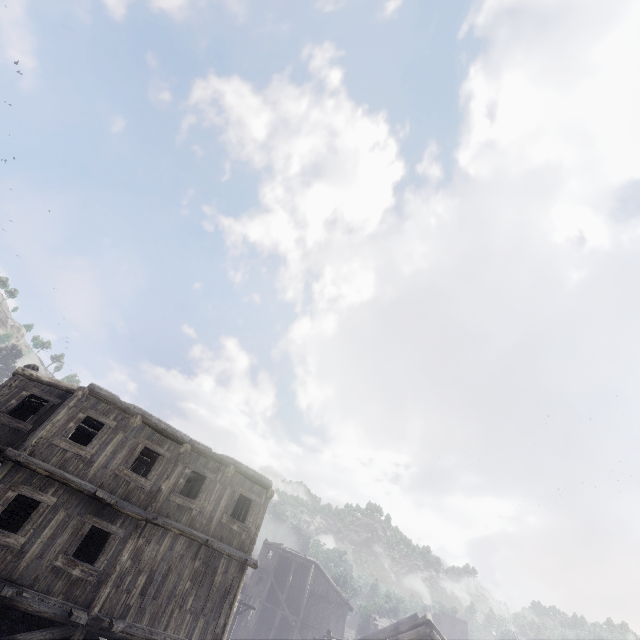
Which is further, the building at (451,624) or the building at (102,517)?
the building at (451,624)

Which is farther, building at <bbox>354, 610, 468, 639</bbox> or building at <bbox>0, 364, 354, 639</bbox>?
building at <bbox>354, 610, 468, 639</bbox>

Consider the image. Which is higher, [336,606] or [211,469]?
[211,469]
